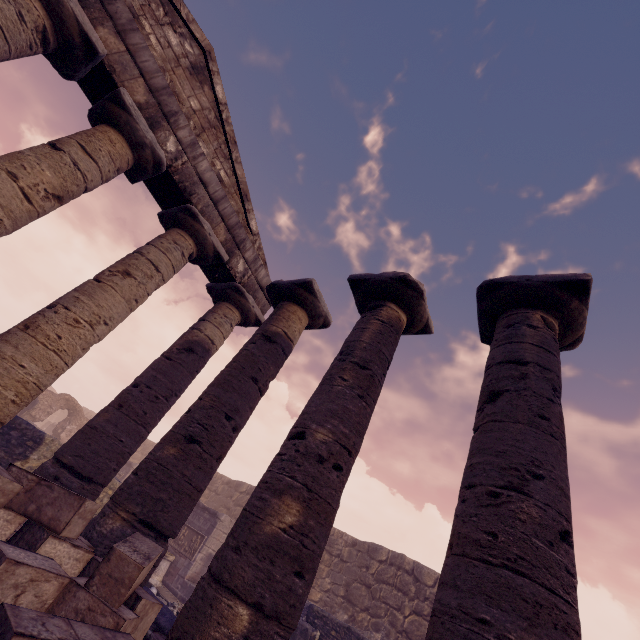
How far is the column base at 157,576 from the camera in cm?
1139

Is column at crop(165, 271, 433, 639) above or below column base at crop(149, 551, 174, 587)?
above

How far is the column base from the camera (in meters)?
11.39

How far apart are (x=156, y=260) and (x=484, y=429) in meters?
6.3 m

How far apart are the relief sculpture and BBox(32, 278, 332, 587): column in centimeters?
953cm

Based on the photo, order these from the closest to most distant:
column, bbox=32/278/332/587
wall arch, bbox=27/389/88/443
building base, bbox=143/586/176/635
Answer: building base, bbox=143/586/176/635 → column, bbox=32/278/332/587 → wall arch, bbox=27/389/88/443

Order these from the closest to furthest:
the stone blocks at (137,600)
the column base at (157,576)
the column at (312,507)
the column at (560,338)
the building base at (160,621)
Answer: the stone blocks at (137,600)
the column at (560,338)
the column at (312,507)
the building base at (160,621)
the column base at (157,576)

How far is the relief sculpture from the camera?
12.4m
